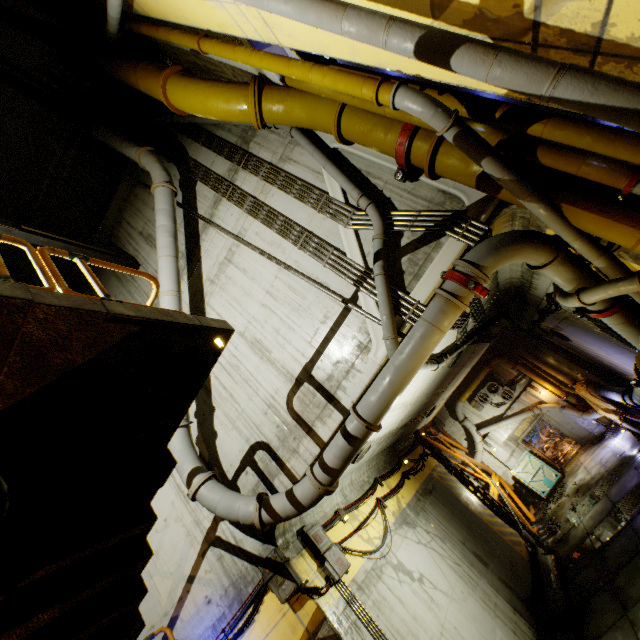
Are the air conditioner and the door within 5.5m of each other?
yes

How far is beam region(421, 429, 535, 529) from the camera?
15.8 meters

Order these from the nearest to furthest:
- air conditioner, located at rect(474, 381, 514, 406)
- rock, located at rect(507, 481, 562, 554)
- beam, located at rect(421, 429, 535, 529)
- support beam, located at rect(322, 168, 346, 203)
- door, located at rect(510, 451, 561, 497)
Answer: support beam, located at rect(322, 168, 346, 203)
rock, located at rect(507, 481, 562, 554)
beam, located at rect(421, 429, 535, 529)
door, located at rect(510, 451, 561, 497)
air conditioner, located at rect(474, 381, 514, 406)

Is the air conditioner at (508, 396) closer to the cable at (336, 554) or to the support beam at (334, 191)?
the cable at (336, 554)

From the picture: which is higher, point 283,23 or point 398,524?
point 283,23

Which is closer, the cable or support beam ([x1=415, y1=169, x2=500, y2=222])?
support beam ([x1=415, y1=169, x2=500, y2=222])

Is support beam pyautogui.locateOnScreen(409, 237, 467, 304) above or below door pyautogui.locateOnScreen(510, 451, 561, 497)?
above

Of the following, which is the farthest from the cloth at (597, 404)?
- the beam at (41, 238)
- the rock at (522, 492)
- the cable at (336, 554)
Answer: the beam at (41, 238)
